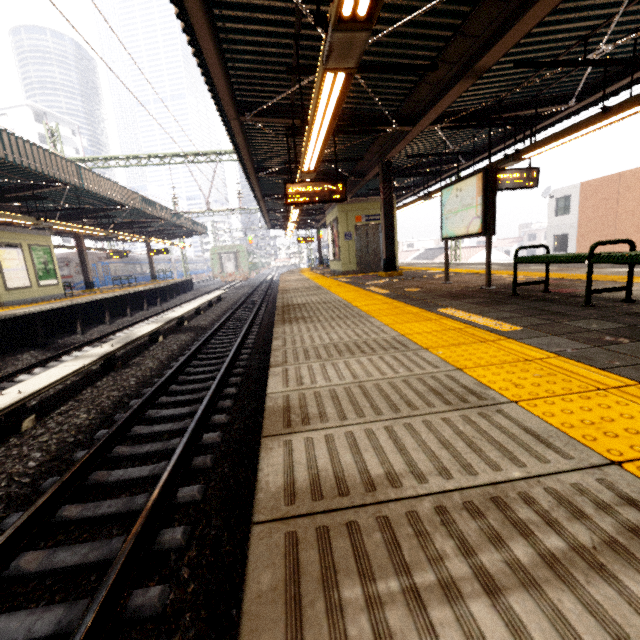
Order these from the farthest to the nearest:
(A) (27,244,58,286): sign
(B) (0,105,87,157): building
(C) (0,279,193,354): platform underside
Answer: (B) (0,105,87,157): building → (A) (27,244,58,286): sign → (C) (0,279,193,354): platform underside

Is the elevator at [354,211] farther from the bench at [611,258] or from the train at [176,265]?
the train at [176,265]

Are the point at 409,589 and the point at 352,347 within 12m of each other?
yes

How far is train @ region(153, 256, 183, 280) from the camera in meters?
39.0

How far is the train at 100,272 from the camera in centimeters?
2581cm

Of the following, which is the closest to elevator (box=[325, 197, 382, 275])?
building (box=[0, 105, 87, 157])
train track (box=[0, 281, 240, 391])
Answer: train track (box=[0, 281, 240, 391])

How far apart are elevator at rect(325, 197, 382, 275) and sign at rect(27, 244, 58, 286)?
12.59m

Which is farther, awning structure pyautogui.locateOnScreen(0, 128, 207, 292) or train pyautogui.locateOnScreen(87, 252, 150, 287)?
train pyautogui.locateOnScreen(87, 252, 150, 287)
